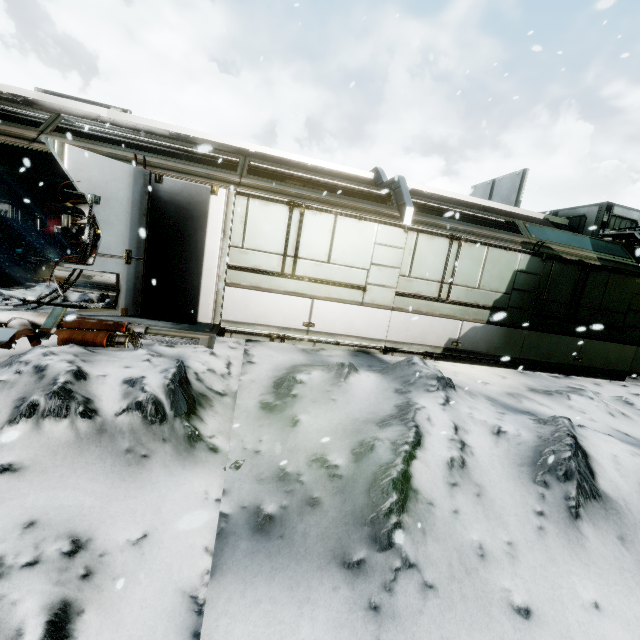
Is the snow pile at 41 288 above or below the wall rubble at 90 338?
above

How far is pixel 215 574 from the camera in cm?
253

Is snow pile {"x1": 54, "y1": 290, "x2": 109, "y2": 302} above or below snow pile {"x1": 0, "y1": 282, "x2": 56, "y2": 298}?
below

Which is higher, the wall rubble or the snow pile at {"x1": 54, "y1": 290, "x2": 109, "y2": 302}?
the snow pile at {"x1": 54, "y1": 290, "x2": 109, "y2": 302}

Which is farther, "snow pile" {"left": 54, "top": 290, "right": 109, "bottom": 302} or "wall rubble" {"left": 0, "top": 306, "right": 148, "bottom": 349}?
"snow pile" {"left": 54, "top": 290, "right": 109, "bottom": 302}

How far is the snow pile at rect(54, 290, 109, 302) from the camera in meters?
6.4
